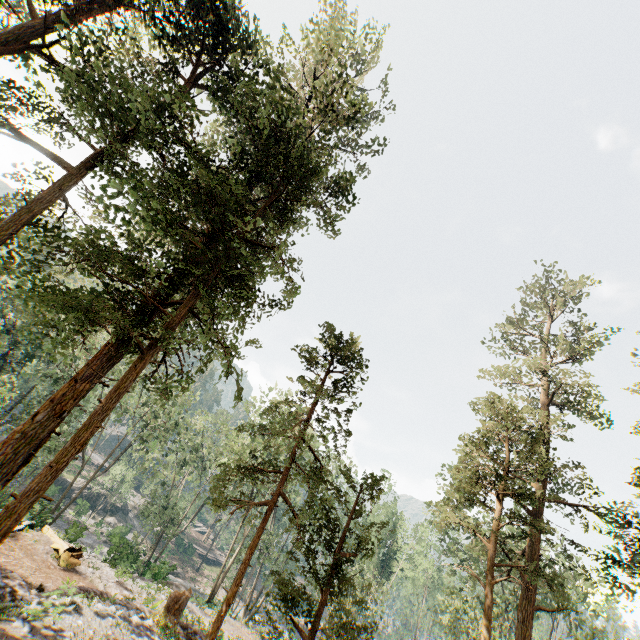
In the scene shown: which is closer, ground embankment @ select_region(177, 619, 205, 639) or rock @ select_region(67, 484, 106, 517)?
ground embankment @ select_region(177, 619, 205, 639)

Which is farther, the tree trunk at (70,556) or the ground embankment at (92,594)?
the tree trunk at (70,556)

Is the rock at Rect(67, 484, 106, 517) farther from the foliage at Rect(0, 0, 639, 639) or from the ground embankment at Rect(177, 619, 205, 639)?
the ground embankment at Rect(177, 619, 205, 639)

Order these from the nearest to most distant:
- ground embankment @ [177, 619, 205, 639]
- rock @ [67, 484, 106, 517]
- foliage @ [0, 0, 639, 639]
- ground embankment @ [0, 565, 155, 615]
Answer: foliage @ [0, 0, 639, 639] < ground embankment @ [0, 565, 155, 615] < ground embankment @ [177, 619, 205, 639] < rock @ [67, 484, 106, 517]

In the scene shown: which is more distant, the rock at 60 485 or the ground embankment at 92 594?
the rock at 60 485

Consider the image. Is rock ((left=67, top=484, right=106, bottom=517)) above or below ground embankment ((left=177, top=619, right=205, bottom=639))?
below

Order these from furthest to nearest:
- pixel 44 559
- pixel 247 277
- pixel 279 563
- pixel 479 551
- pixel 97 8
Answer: pixel 279 563 < pixel 479 551 < pixel 44 559 < pixel 97 8 < pixel 247 277
